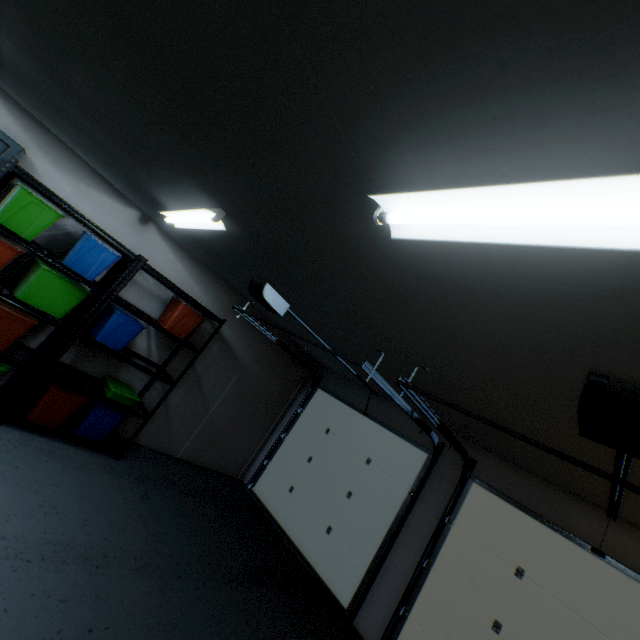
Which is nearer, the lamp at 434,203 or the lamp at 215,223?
the lamp at 434,203

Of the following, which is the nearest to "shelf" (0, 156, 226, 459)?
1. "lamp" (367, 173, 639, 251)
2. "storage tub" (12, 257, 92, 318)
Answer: "storage tub" (12, 257, 92, 318)

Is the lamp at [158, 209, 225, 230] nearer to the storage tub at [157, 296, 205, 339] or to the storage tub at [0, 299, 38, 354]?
the storage tub at [157, 296, 205, 339]

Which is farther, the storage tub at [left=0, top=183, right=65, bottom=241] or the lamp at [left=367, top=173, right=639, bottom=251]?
the storage tub at [left=0, top=183, right=65, bottom=241]

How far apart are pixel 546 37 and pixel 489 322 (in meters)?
1.08

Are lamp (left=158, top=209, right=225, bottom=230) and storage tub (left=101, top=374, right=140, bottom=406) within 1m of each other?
no

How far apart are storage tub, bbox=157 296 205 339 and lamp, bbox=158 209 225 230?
1.0m

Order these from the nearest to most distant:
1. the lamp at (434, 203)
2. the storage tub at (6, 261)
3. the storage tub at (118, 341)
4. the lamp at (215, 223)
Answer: the lamp at (434, 203)
the lamp at (215, 223)
the storage tub at (6, 261)
the storage tub at (118, 341)
